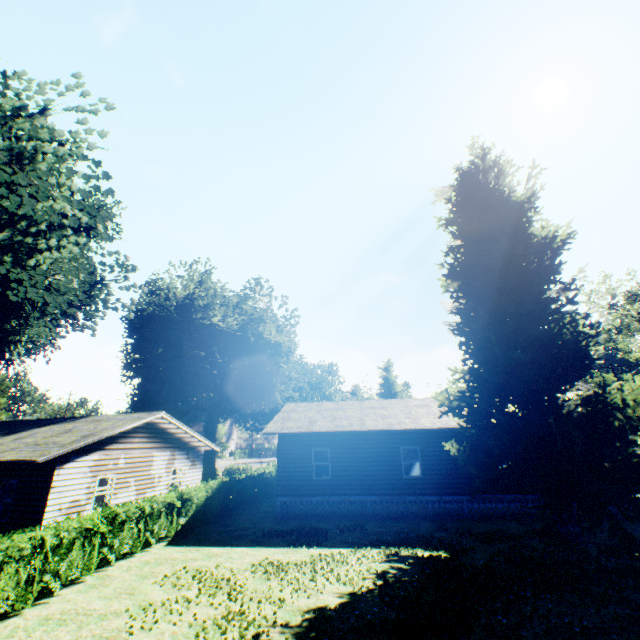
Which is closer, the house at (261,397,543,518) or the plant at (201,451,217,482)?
the house at (261,397,543,518)

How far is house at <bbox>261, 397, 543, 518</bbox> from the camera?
17.0 meters

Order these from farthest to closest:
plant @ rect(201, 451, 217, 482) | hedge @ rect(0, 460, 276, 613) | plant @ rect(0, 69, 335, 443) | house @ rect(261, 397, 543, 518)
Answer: plant @ rect(201, 451, 217, 482) < house @ rect(261, 397, 543, 518) < plant @ rect(0, 69, 335, 443) < hedge @ rect(0, 460, 276, 613)

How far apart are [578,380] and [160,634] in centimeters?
1889cm

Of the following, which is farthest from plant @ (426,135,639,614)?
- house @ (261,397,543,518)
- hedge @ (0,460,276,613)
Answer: hedge @ (0,460,276,613)

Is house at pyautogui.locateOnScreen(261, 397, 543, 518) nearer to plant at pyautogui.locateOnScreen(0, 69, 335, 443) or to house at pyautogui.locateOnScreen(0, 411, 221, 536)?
plant at pyautogui.locateOnScreen(0, 69, 335, 443)

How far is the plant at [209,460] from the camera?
35.1 meters

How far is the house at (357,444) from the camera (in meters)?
16.98
